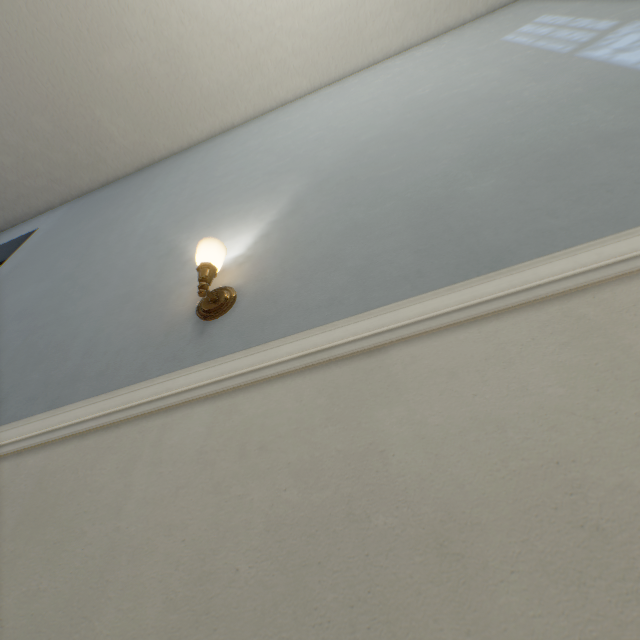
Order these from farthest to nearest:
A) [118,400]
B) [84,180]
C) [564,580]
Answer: [84,180] → [118,400] → [564,580]

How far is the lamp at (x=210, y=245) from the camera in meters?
1.0

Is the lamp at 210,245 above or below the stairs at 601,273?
above

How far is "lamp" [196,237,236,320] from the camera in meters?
1.0

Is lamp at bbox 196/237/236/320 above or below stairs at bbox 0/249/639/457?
above
